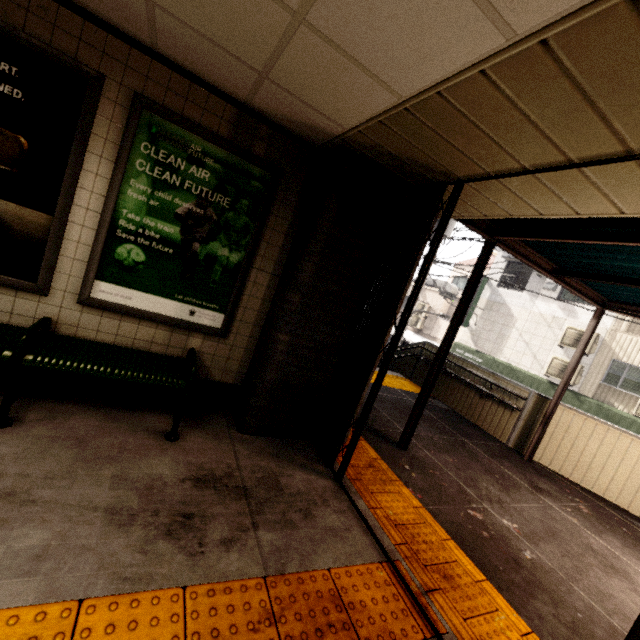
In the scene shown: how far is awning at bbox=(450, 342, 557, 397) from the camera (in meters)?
13.34

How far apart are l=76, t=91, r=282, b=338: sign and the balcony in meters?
17.7 m

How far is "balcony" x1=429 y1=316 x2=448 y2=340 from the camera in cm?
1995

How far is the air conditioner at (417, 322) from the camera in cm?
2131

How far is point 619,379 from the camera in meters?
11.7

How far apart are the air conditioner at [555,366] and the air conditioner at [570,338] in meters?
0.4

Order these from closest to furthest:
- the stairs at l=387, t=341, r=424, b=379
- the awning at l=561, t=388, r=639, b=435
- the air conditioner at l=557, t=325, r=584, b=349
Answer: the stairs at l=387, t=341, r=424, b=379, the awning at l=561, t=388, r=639, b=435, the air conditioner at l=557, t=325, r=584, b=349

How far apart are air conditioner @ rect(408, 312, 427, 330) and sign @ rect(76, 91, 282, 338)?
19.53m
